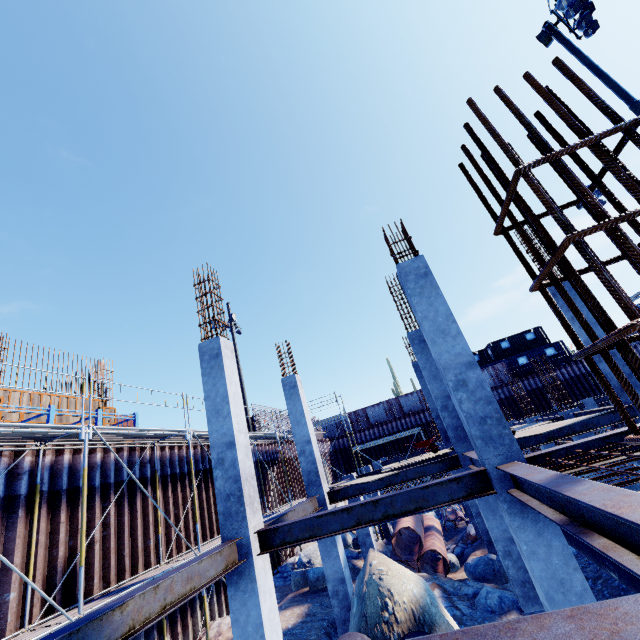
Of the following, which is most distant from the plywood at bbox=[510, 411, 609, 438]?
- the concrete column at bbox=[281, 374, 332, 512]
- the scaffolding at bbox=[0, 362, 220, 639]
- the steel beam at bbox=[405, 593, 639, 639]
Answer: the steel beam at bbox=[405, 593, 639, 639]

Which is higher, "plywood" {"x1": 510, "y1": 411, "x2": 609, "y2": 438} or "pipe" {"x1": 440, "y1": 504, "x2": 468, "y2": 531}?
"plywood" {"x1": 510, "y1": 411, "x2": 609, "y2": 438}

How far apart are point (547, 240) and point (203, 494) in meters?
15.7

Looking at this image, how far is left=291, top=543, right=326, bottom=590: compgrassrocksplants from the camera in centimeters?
1288cm

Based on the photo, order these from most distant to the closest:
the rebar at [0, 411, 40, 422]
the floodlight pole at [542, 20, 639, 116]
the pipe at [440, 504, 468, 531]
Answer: the pipe at [440, 504, 468, 531]
the rebar at [0, 411, 40, 422]
the floodlight pole at [542, 20, 639, 116]

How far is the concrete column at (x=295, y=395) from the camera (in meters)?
10.56

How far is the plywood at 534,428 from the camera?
8.6 meters

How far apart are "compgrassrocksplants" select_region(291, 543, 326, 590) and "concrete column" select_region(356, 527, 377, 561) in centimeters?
133cm
